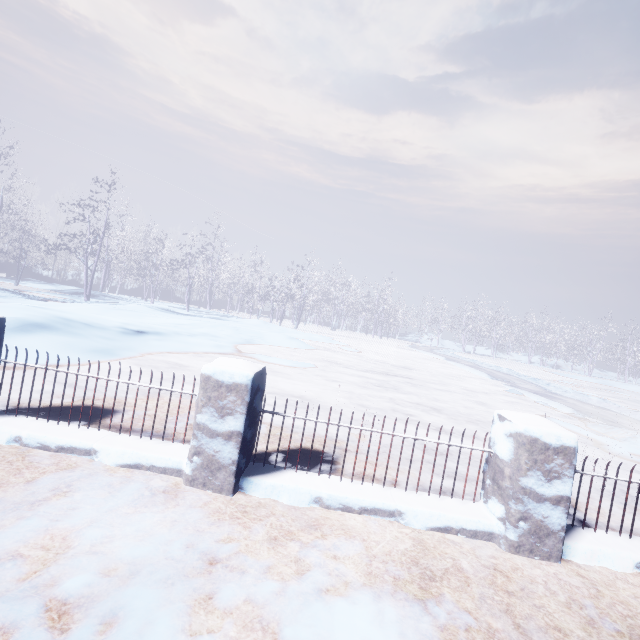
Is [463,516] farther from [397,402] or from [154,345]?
[154,345]
